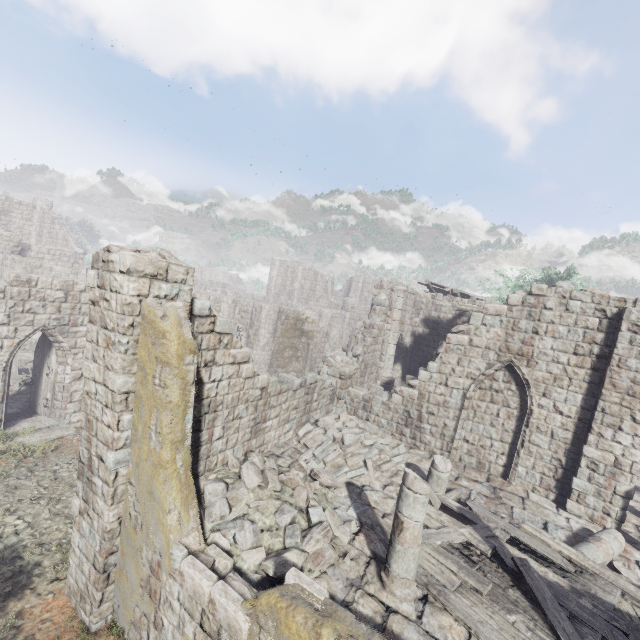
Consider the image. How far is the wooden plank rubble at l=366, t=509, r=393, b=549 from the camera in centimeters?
752cm

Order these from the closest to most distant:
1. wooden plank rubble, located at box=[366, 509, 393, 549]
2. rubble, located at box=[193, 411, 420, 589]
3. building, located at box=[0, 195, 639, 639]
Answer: building, located at box=[0, 195, 639, 639]
rubble, located at box=[193, 411, 420, 589]
wooden plank rubble, located at box=[366, 509, 393, 549]

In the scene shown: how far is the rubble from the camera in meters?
6.3

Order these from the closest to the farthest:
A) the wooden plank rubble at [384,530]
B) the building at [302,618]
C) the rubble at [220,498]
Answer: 1. the building at [302,618]
2. the rubble at [220,498]
3. the wooden plank rubble at [384,530]

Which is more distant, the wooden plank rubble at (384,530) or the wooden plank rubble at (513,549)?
the wooden plank rubble at (384,530)

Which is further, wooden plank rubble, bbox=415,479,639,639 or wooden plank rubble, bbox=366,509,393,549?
wooden plank rubble, bbox=366,509,393,549

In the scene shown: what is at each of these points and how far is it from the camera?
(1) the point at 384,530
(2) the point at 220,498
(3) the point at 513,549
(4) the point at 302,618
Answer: (1) wooden plank rubble, 7.8m
(2) rubble, 7.3m
(3) wooden plank rubble, 7.5m
(4) building, 4.0m

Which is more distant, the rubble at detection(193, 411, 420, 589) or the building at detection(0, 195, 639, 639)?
the rubble at detection(193, 411, 420, 589)
